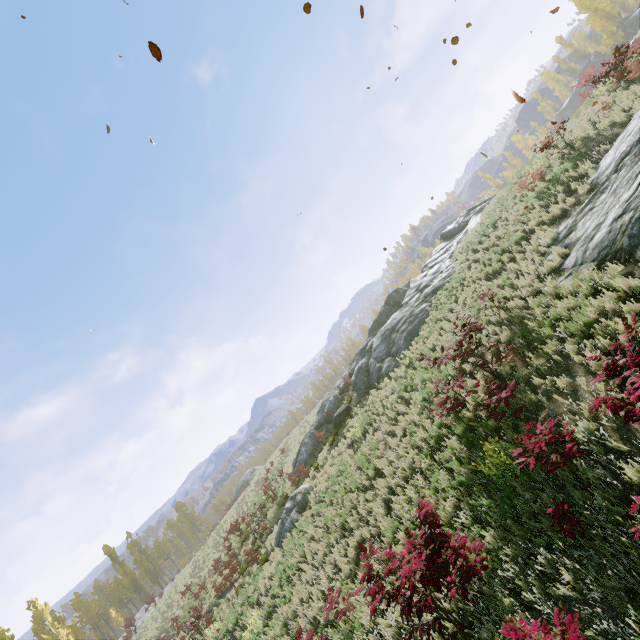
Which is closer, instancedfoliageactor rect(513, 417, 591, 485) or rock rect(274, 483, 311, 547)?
instancedfoliageactor rect(513, 417, 591, 485)

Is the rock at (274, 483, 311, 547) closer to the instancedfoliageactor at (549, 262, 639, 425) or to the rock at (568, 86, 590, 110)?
the rock at (568, 86, 590, 110)

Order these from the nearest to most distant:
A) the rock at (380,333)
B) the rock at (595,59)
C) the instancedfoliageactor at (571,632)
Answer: the instancedfoliageactor at (571,632), the rock at (380,333), the rock at (595,59)

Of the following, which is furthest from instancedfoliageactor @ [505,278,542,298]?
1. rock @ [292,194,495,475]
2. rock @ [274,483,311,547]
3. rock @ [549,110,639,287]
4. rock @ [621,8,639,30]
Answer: rock @ [274,483,311,547]

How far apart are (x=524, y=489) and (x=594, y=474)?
1.29m

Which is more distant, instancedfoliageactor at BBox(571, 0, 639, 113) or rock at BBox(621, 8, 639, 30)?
rock at BBox(621, 8, 639, 30)

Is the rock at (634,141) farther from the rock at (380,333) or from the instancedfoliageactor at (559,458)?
the rock at (380,333)
